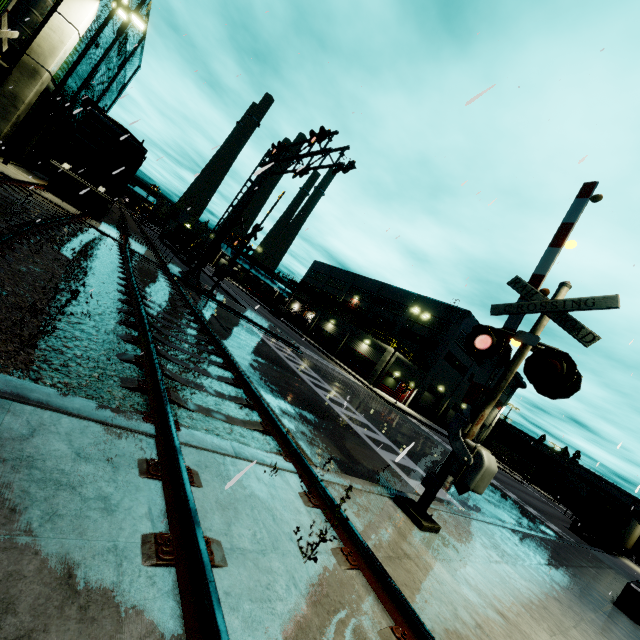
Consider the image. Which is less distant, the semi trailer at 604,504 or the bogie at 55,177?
the bogie at 55,177

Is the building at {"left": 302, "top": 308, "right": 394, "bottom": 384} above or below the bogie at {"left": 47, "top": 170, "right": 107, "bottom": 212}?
above

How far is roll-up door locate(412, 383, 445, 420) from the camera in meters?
43.4 m

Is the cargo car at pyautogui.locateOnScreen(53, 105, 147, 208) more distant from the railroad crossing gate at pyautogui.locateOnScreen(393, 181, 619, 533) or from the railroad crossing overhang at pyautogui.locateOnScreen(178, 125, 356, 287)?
the railroad crossing overhang at pyautogui.locateOnScreen(178, 125, 356, 287)

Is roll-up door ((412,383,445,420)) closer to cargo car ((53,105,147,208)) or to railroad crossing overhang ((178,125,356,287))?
cargo car ((53,105,147,208))

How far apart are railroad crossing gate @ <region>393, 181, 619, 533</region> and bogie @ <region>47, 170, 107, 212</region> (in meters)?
19.95

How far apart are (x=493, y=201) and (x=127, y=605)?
6.0m

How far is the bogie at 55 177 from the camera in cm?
1647
